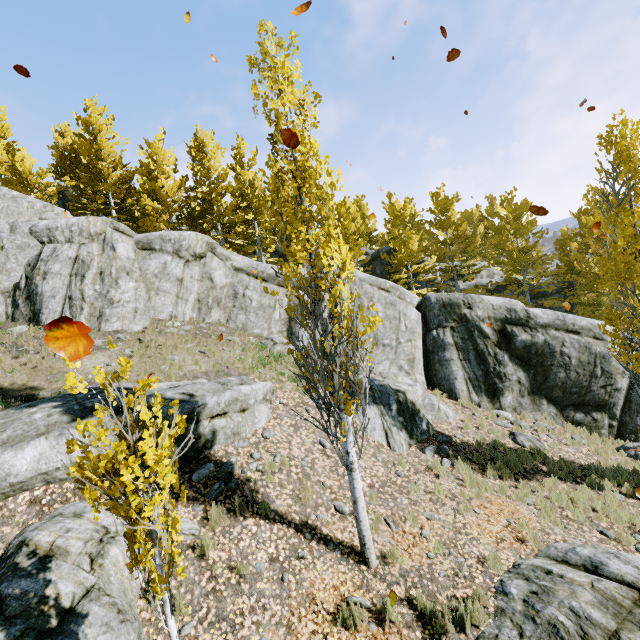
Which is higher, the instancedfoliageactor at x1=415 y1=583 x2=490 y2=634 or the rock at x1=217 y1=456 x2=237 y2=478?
the rock at x1=217 y1=456 x2=237 y2=478

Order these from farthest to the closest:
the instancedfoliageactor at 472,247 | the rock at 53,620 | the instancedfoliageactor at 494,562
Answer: the instancedfoliageactor at 494,562 < the instancedfoliageactor at 472,247 < the rock at 53,620

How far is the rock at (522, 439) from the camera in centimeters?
1151cm

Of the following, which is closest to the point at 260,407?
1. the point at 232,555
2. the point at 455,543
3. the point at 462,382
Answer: the point at 232,555

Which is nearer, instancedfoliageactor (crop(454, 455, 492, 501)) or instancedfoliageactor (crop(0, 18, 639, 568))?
instancedfoliageactor (crop(0, 18, 639, 568))

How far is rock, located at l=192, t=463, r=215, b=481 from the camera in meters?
7.1

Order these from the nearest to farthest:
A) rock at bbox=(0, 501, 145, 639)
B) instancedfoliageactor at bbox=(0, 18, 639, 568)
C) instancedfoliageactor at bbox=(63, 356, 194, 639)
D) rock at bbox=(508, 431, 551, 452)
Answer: instancedfoliageactor at bbox=(63, 356, 194, 639) → rock at bbox=(0, 501, 145, 639) → instancedfoliageactor at bbox=(0, 18, 639, 568) → rock at bbox=(508, 431, 551, 452)

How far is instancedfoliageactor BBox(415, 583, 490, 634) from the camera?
5.2m
